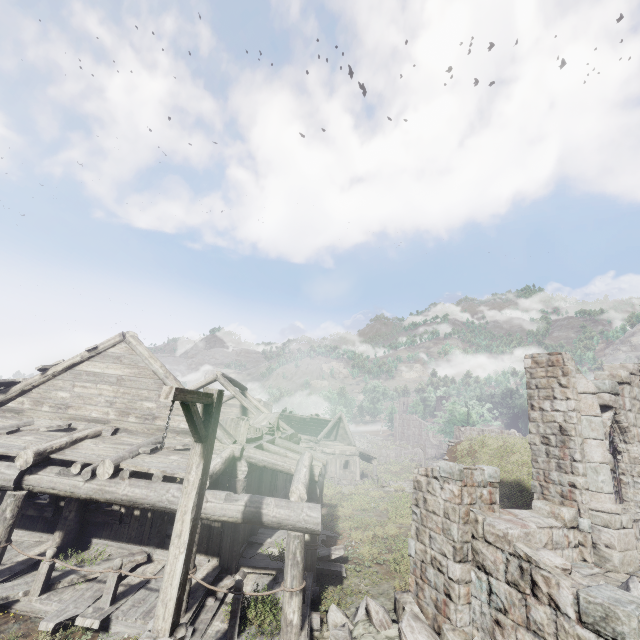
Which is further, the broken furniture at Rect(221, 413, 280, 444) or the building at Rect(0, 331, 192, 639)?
the broken furniture at Rect(221, 413, 280, 444)

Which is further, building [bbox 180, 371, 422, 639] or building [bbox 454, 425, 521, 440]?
building [bbox 454, 425, 521, 440]

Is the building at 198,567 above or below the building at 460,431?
below

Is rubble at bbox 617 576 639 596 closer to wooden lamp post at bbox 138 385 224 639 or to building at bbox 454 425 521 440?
building at bbox 454 425 521 440

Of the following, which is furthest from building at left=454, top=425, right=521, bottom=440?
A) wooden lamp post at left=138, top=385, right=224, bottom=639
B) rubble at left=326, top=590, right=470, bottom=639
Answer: wooden lamp post at left=138, top=385, right=224, bottom=639

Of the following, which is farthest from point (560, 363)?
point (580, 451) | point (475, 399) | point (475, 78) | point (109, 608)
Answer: point (475, 78)

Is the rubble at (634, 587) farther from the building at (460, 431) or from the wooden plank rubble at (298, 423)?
the wooden plank rubble at (298, 423)

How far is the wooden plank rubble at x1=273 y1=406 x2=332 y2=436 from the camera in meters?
35.9 m
